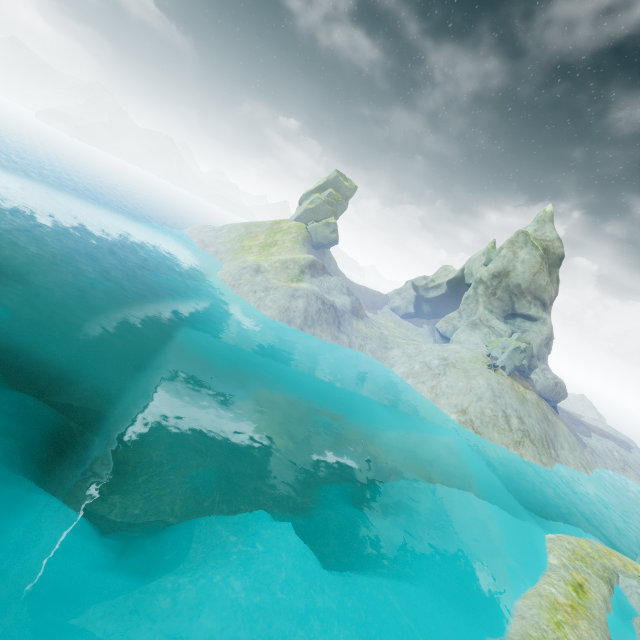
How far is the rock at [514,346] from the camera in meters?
42.6 m

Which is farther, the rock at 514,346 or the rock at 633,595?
the rock at 514,346

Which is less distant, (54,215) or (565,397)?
(565,397)

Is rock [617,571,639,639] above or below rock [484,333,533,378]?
below

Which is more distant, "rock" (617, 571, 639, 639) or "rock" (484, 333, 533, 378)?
"rock" (484, 333, 533, 378)

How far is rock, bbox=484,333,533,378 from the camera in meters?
42.6
